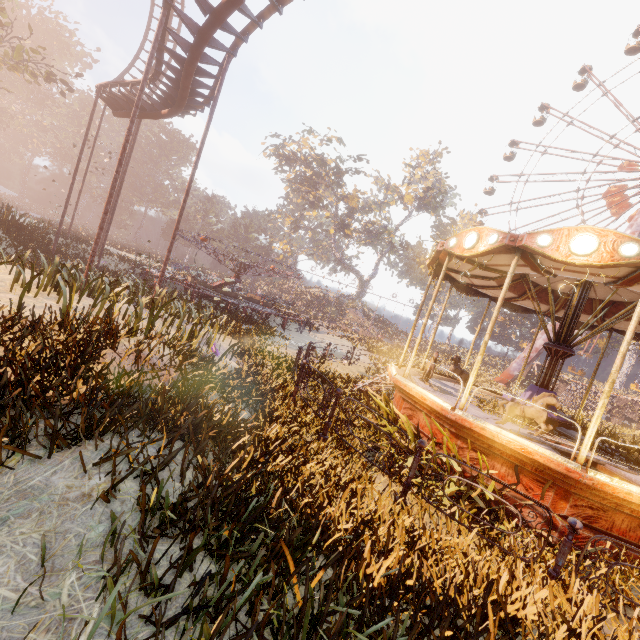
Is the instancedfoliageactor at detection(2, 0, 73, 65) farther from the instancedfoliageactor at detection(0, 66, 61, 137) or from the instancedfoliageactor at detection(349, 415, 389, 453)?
the instancedfoliageactor at detection(349, 415, 389, 453)

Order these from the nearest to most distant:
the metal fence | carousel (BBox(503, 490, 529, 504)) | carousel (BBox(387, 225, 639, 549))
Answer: the metal fence → carousel (BBox(387, 225, 639, 549)) → carousel (BBox(503, 490, 529, 504))

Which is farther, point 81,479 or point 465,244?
point 465,244

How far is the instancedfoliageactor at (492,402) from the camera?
8.04m

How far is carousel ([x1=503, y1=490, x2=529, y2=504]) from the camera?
5.67m

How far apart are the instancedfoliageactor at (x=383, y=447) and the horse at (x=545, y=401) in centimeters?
110cm

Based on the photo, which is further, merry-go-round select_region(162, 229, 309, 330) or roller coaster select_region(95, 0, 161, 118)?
merry-go-round select_region(162, 229, 309, 330)

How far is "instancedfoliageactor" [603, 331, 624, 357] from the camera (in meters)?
43.16
